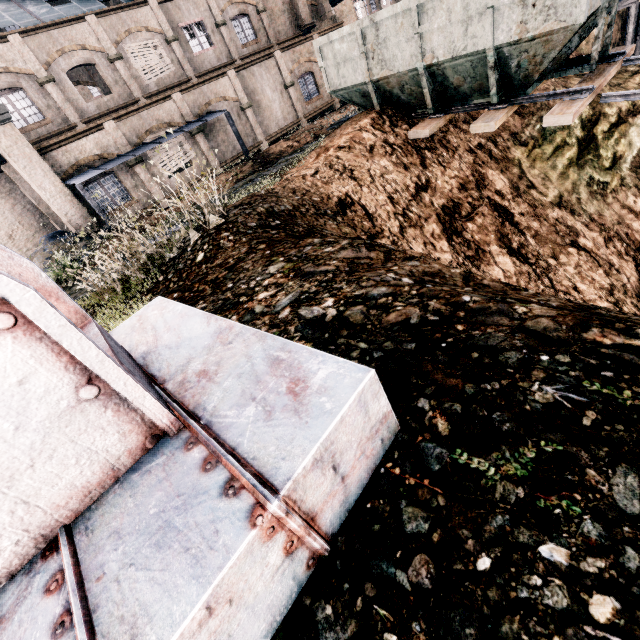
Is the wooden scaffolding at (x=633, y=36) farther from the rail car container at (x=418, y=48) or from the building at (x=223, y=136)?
the building at (x=223, y=136)

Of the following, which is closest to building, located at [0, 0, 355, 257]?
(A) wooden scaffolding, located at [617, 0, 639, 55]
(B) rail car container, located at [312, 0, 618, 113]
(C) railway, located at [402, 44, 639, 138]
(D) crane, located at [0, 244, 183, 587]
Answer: (B) rail car container, located at [312, 0, 618, 113]

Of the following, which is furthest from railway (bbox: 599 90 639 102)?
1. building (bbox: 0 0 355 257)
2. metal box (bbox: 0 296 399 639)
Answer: building (bbox: 0 0 355 257)

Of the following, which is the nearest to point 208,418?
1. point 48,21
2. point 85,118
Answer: point 85,118

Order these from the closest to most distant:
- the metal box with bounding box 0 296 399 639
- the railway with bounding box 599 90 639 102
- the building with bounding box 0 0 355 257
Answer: the metal box with bounding box 0 296 399 639, the railway with bounding box 599 90 639 102, the building with bounding box 0 0 355 257

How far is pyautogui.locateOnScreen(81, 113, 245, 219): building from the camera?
18.1 meters

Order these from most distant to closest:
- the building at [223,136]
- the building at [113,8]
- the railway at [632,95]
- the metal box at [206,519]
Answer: the building at [223,136] < the building at [113,8] < the railway at [632,95] < the metal box at [206,519]

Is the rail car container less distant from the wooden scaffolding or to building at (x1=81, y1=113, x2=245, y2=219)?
the wooden scaffolding
